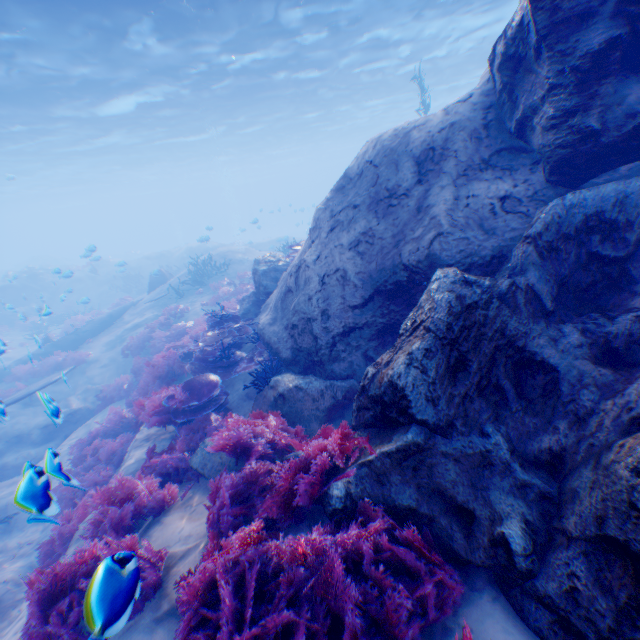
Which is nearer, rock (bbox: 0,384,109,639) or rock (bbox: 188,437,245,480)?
rock (bbox: 0,384,109,639)

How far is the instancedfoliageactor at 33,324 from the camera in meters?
19.7

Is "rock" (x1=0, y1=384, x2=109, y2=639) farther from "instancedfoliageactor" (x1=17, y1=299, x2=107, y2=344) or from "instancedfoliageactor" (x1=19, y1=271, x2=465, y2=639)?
"instancedfoliageactor" (x1=17, y1=299, x2=107, y2=344)

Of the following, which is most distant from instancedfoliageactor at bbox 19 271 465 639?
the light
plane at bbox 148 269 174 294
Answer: the light

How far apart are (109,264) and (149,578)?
30.9 meters

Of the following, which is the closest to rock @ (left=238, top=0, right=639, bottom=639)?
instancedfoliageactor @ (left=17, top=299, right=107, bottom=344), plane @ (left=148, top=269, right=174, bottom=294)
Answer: plane @ (left=148, top=269, right=174, bottom=294)

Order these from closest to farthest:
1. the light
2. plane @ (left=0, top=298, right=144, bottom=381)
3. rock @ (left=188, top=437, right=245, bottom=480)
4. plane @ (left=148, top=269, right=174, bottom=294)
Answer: rock @ (left=188, top=437, right=245, bottom=480) < the light < plane @ (left=0, top=298, right=144, bottom=381) < plane @ (left=148, top=269, right=174, bottom=294)

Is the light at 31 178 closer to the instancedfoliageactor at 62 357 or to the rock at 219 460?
the rock at 219 460
